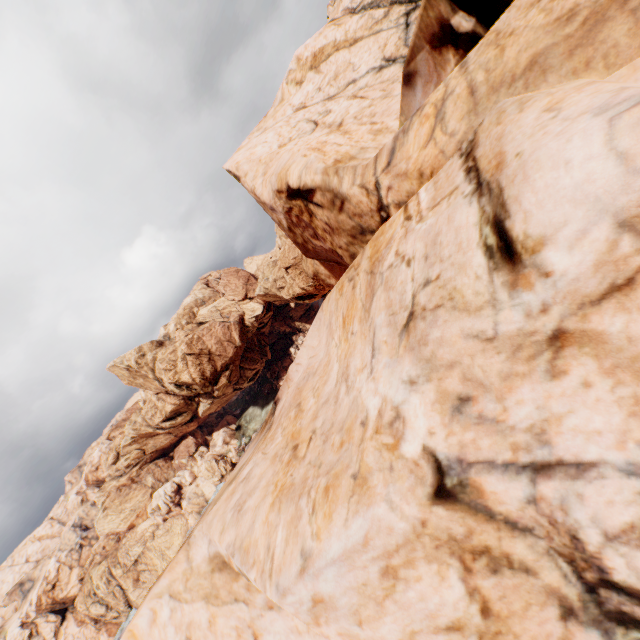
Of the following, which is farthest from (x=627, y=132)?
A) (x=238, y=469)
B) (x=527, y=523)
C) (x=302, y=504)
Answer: (x=238, y=469)
